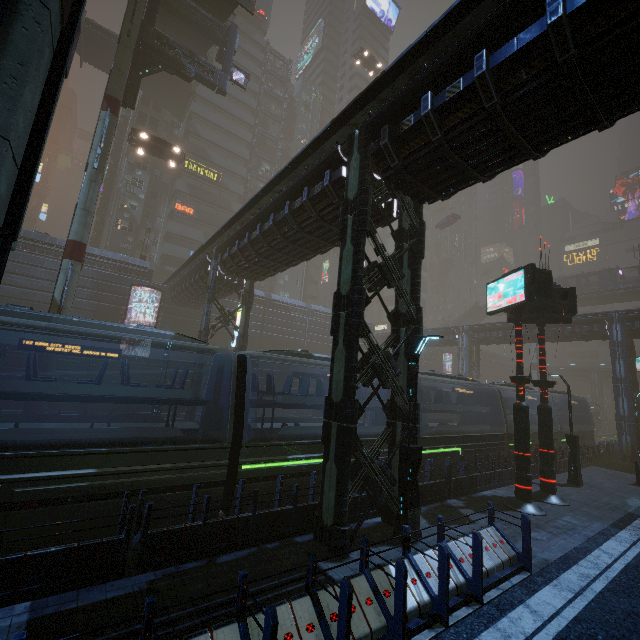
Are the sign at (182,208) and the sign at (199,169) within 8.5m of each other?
yes

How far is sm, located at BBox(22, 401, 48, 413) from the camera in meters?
15.1 m

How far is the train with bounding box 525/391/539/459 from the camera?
20.66m

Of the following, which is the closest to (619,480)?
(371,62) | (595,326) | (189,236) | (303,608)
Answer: (595,326)

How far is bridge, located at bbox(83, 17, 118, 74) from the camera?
34.1m

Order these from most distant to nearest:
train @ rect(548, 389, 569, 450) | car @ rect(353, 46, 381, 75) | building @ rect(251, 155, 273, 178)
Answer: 1. building @ rect(251, 155, 273, 178)
2. car @ rect(353, 46, 381, 75)
3. train @ rect(548, 389, 569, 450)

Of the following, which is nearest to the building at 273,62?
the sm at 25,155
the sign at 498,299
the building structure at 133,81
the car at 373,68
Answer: the building structure at 133,81

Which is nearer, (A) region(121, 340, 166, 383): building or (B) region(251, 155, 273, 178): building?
(A) region(121, 340, 166, 383): building
